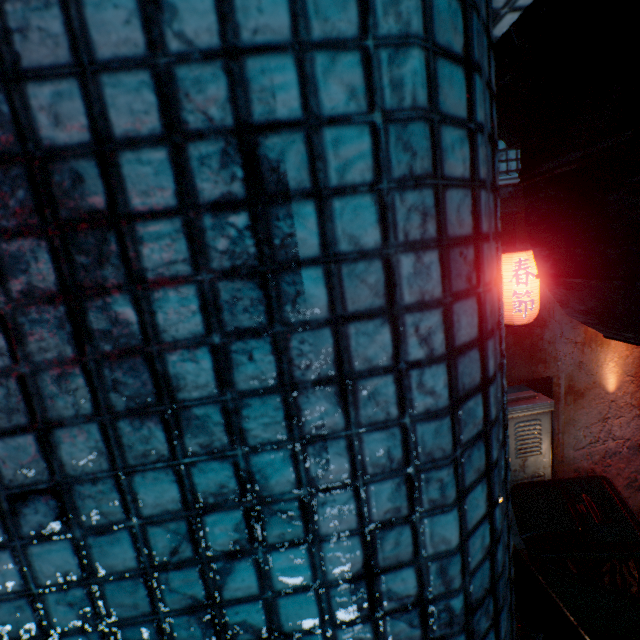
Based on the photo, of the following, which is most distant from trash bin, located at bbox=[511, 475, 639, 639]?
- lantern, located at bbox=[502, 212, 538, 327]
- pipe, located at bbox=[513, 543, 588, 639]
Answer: lantern, located at bbox=[502, 212, 538, 327]

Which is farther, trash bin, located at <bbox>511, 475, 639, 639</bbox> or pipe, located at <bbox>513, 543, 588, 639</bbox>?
trash bin, located at <bbox>511, 475, 639, 639</bbox>

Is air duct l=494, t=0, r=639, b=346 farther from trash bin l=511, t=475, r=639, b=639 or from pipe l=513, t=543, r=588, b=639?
trash bin l=511, t=475, r=639, b=639

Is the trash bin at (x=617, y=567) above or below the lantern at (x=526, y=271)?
below

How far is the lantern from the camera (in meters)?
2.03

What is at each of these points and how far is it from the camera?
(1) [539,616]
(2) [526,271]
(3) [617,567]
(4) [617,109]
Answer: (1) pipe, 0.7 meters
(2) lantern, 2.0 meters
(3) trash bin, 1.6 meters
(4) air duct, 0.6 meters

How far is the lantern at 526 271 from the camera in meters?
2.0

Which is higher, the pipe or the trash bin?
the pipe
